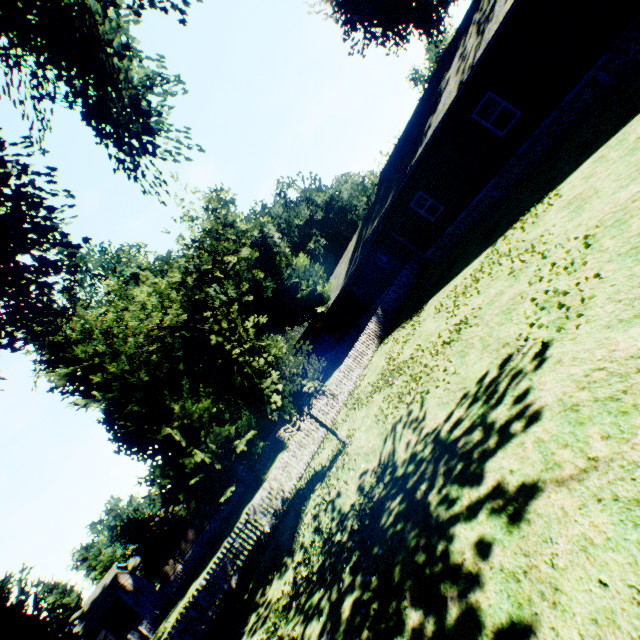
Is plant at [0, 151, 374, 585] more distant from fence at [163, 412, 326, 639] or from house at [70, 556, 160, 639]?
house at [70, 556, 160, 639]

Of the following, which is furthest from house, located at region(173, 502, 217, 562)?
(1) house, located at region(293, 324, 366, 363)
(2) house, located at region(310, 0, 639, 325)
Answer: (2) house, located at region(310, 0, 639, 325)

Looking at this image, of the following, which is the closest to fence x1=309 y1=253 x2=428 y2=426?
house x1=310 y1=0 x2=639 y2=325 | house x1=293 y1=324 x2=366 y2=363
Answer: house x1=310 y1=0 x2=639 y2=325

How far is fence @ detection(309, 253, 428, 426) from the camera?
16.88m

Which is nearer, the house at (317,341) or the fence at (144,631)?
the fence at (144,631)

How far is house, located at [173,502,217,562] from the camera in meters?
34.9

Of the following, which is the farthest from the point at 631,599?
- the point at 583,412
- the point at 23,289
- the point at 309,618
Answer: the point at 23,289

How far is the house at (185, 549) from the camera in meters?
34.9
